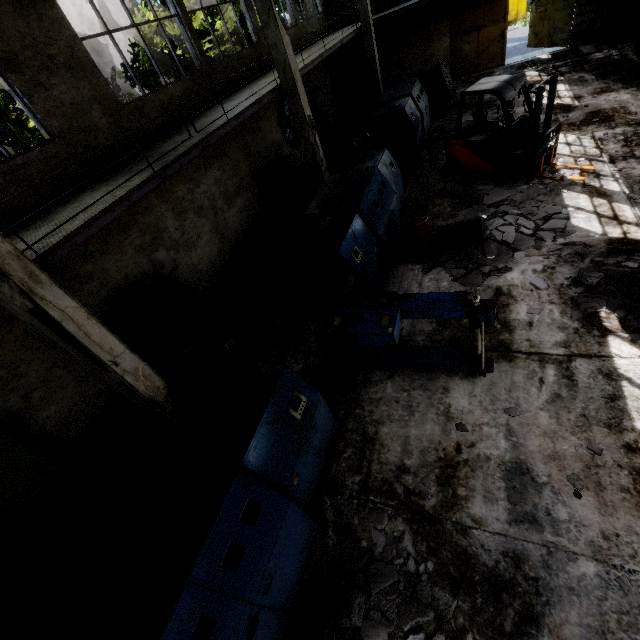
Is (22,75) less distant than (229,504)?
No

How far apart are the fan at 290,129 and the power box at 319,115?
0.88m

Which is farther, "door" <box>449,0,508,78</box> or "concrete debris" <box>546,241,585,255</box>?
"door" <box>449,0,508,78</box>

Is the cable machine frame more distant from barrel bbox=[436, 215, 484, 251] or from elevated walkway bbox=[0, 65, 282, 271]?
elevated walkway bbox=[0, 65, 282, 271]

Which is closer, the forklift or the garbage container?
the forklift

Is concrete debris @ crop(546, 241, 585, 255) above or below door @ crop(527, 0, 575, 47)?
below

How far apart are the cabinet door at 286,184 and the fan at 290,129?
2.3 meters

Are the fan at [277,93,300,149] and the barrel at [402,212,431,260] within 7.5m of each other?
no
